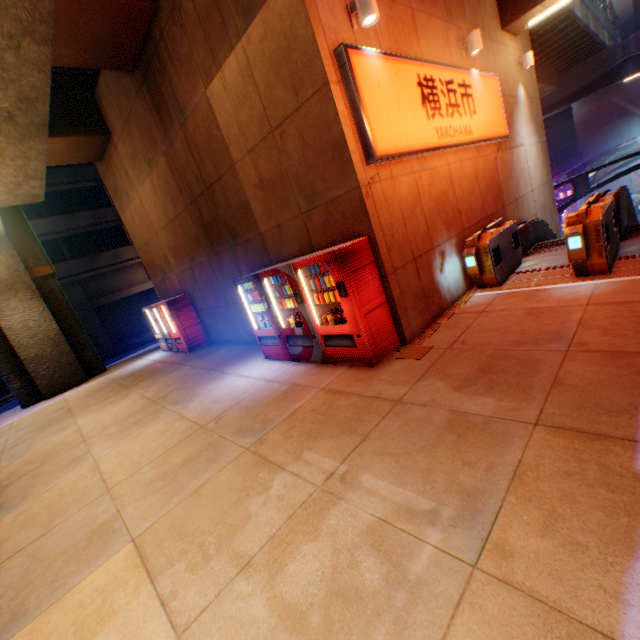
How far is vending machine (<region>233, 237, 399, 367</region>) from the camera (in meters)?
5.11

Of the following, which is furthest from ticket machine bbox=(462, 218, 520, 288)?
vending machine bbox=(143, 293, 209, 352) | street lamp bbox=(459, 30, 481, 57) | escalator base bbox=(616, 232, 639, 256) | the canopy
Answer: the canopy

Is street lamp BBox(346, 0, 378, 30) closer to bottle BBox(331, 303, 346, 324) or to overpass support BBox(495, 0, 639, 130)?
overpass support BBox(495, 0, 639, 130)

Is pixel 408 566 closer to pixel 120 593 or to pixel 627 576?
pixel 627 576

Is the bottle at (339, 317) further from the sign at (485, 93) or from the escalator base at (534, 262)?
the escalator base at (534, 262)

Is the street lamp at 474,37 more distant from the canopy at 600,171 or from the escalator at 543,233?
the canopy at 600,171

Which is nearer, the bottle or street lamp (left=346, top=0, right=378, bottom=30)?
street lamp (left=346, top=0, right=378, bottom=30)

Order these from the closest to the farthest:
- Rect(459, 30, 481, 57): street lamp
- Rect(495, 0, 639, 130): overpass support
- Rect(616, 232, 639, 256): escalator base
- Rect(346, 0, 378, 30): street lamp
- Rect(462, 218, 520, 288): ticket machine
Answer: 1. Rect(346, 0, 378, 30): street lamp
2. Rect(616, 232, 639, 256): escalator base
3. Rect(462, 218, 520, 288): ticket machine
4. Rect(459, 30, 481, 57): street lamp
5. Rect(495, 0, 639, 130): overpass support
